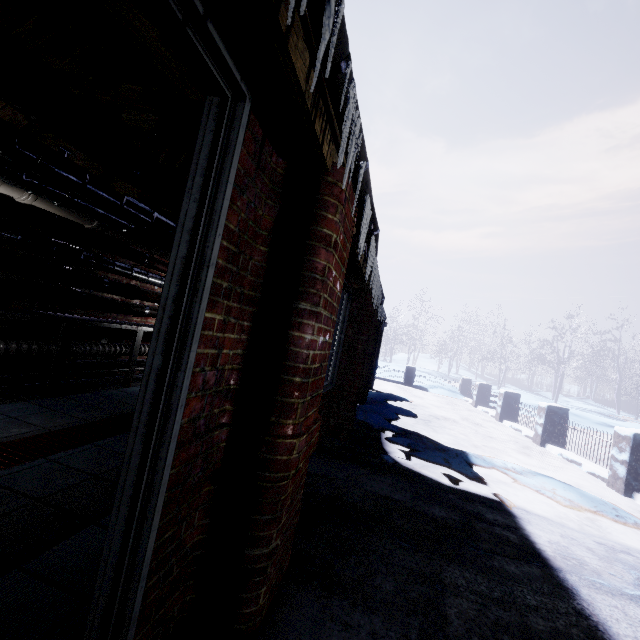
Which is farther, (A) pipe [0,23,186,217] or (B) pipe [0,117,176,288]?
(B) pipe [0,117,176,288]

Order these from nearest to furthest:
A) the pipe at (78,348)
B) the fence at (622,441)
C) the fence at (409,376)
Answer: the pipe at (78,348) < the fence at (622,441) < the fence at (409,376)

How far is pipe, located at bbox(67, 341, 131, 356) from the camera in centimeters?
402cm

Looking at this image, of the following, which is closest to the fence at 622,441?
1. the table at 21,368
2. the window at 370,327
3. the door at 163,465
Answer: the window at 370,327

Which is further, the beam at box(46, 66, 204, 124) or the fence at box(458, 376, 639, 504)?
the fence at box(458, 376, 639, 504)

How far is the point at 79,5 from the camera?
2.2 meters

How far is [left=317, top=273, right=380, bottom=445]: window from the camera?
4.3m

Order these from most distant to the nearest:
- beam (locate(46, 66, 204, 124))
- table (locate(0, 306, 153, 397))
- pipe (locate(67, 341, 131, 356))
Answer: pipe (locate(67, 341, 131, 356))
table (locate(0, 306, 153, 397))
beam (locate(46, 66, 204, 124))
